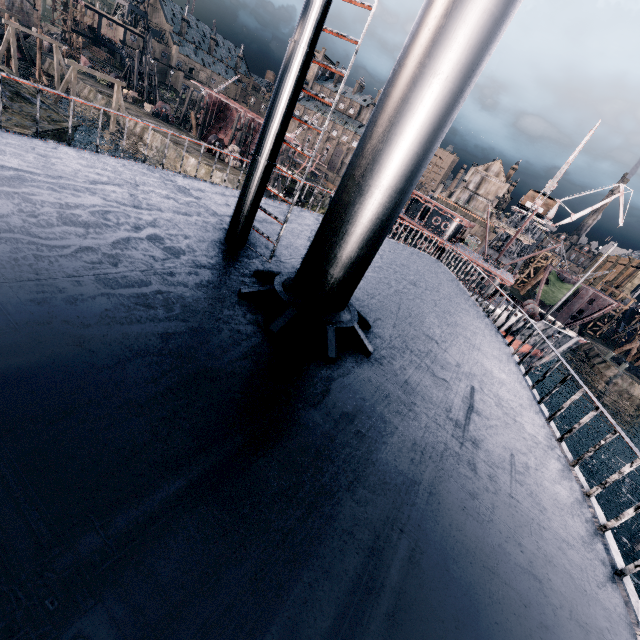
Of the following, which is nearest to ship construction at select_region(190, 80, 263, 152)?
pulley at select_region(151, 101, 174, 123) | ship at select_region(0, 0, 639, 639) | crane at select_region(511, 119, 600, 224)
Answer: pulley at select_region(151, 101, 174, 123)

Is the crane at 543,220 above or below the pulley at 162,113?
above

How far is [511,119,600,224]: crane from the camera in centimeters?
4334cm

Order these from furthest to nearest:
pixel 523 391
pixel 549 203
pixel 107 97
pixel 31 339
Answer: pixel 549 203 → pixel 107 97 → pixel 523 391 → pixel 31 339

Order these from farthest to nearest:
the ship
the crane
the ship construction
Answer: the ship construction
the crane
the ship

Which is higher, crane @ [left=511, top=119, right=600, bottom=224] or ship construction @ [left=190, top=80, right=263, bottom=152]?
crane @ [left=511, top=119, right=600, bottom=224]

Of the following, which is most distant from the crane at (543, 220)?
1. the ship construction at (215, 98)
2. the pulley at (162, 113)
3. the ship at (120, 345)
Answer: the pulley at (162, 113)
